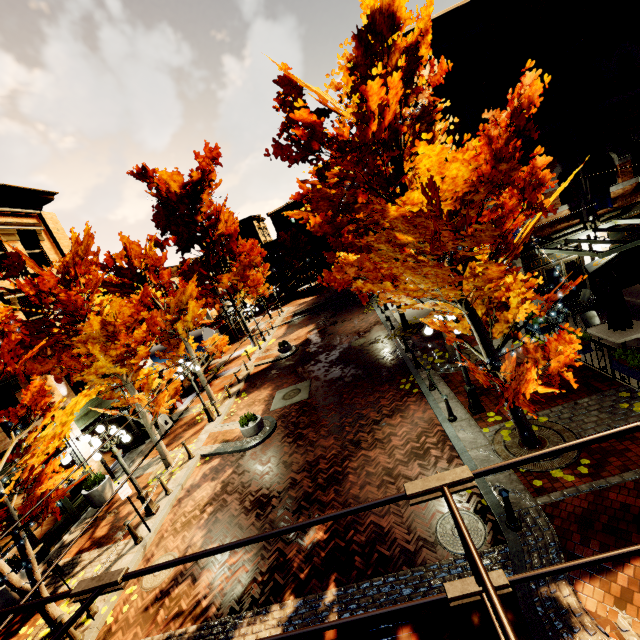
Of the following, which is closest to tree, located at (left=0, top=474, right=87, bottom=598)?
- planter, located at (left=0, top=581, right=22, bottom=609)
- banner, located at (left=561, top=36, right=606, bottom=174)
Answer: planter, located at (left=0, top=581, right=22, bottom=609)

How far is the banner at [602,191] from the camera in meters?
10.6

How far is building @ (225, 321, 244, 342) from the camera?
35.3m

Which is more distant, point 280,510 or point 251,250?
point 251,250

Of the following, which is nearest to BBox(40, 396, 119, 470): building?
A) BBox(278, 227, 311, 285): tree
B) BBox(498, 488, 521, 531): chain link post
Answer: BBox(278, 227, 311, 285): tree

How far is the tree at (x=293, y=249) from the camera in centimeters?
5238cm

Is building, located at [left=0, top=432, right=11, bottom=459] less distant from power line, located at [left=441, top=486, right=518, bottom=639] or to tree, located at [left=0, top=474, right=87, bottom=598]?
tree, located at [left=0, top=474, right=87, bottom=598]

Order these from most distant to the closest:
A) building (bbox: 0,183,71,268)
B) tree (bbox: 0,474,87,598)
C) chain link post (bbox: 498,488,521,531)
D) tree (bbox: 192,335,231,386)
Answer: tree (bbox: 192,335,231,386), building (bbox: 0,183,71,268), tree (bbox: 0,474,87,598), chain link post (bbox: 498,488,521,531)
